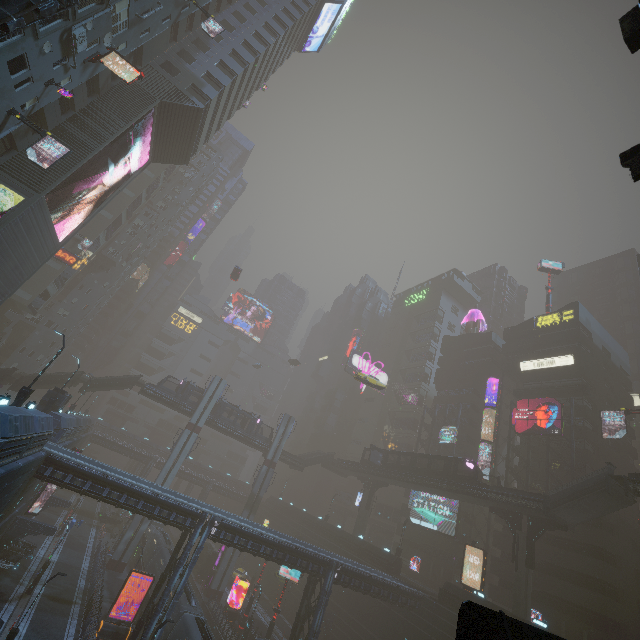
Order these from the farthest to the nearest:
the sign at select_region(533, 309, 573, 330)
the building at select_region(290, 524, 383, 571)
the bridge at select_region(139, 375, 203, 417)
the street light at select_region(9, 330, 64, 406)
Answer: the sign at select_region(533, 309, 573, 330) < the bridge at select_region(139, 375, 203, 417) < the building at select_region(290, 524, 383, 571) < the street light at select_region(9, 330, 64, 406)

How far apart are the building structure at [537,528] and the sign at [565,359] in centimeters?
2271cm

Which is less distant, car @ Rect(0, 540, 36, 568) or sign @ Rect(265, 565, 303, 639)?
car @ Rect(0, 540, 36, 568)

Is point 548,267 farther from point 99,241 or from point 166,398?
point 99,241

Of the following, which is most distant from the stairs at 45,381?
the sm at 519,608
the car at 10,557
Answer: the sm at 519,608

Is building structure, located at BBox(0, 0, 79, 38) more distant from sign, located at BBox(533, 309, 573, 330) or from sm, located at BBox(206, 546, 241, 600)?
sign, located at BBox(533, 309, 573, 330)

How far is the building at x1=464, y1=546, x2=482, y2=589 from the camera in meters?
42.5

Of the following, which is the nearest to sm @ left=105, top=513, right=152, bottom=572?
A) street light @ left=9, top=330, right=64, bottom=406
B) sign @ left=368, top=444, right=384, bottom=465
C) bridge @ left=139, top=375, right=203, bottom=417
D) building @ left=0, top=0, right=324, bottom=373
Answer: bridge @ left=139, top=375, right=203, bottom=417
